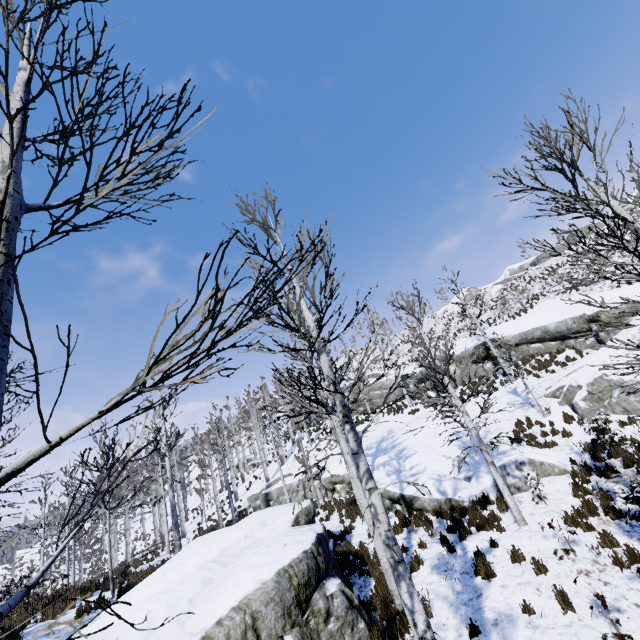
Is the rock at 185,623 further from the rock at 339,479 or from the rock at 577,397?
the rock at 577,397

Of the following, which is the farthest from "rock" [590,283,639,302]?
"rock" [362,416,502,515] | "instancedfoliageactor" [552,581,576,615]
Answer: "instancedfoliageactor" [552,581,576,615]

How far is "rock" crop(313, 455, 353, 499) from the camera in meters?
18.3

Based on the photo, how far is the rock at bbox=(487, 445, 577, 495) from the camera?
11.20m

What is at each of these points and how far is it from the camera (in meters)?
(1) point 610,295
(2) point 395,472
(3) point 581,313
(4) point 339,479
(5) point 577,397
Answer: (1) rock, 17.47
(2) rock, 14.32
(3) rock, 17.73
(4) rock, 18.55
(5) rock, 13.98

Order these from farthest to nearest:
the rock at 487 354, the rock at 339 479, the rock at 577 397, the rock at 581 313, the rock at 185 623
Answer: the rock at 487 354 → the rock at 339 479 → the rock at 581 313 → the rock at 577 397 → the rock at 185 623

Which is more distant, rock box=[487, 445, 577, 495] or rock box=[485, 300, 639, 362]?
rock box=[485, 300, 639, 362]

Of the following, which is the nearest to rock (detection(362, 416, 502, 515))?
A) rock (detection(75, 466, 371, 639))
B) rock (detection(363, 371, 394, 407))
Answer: rock (detection(75, 466, 371, 639))
